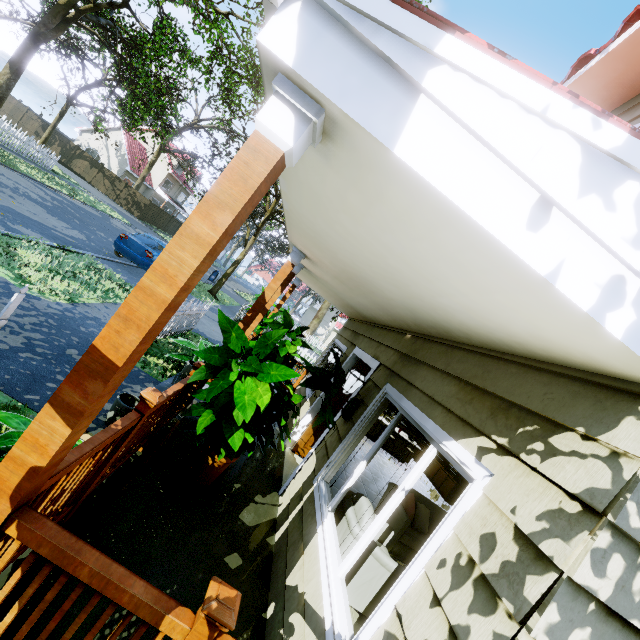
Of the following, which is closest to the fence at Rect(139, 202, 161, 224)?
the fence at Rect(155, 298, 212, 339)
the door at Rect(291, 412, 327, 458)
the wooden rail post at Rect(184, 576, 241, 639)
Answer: the wooden rail post at Rect(184, 576, 241, 639)

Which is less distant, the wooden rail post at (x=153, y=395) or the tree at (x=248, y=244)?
the wooden rail post at (x=153, y=395)

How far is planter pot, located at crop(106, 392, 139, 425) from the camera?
3.6m

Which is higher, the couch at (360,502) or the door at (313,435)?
the couch at (360,502)

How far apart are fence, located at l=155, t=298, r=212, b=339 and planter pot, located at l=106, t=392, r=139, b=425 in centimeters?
451cm

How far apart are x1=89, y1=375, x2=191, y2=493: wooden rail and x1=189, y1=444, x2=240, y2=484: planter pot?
0.56m

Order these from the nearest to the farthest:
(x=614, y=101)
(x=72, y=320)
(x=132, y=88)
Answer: (x=614, y=101), (x=72, y=320), (x=132, y=88)

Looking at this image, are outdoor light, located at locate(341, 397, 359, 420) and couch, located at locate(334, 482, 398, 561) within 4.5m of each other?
yes
